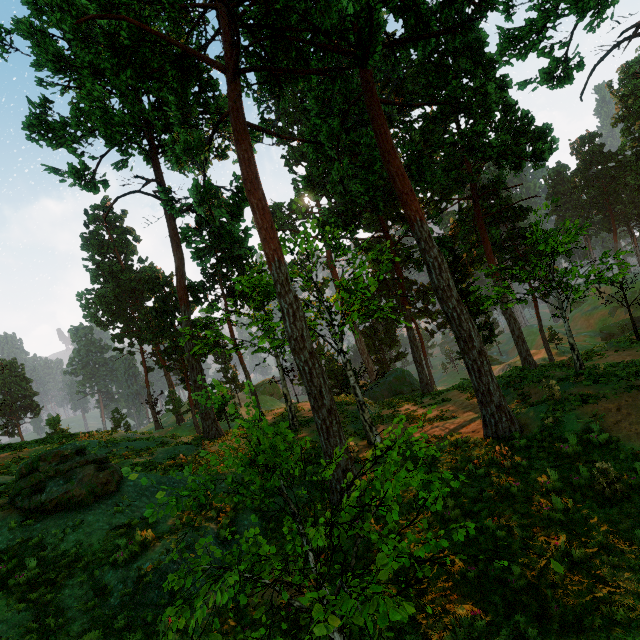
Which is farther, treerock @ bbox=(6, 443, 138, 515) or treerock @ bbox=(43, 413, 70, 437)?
treerock @ bbox=(43, 413, 70, 437)

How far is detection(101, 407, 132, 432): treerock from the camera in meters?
22.3 m

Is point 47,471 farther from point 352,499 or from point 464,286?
point 464,286

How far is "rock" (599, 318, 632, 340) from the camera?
53.9m

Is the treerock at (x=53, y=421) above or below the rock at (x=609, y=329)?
above

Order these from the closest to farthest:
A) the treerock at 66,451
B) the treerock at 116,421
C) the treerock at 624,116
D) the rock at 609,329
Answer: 1. the treerock at 66,451
2. the treerock at 116,421
3. the treerock at 624,116
4. the rock at 609,329

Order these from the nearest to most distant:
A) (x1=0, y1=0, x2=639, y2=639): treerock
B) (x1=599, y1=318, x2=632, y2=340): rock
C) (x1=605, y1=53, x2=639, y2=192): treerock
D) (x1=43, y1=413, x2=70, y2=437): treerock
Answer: (x1=0, y1=0, x2=639, y2=639): treerock → (x1=43, y1=413, x2=70, y2=437): treerock → (x1=605, y1=53, x2=639, y2=192): treerock → (x1=599, y1=318, x2=632, y2=340): rock
